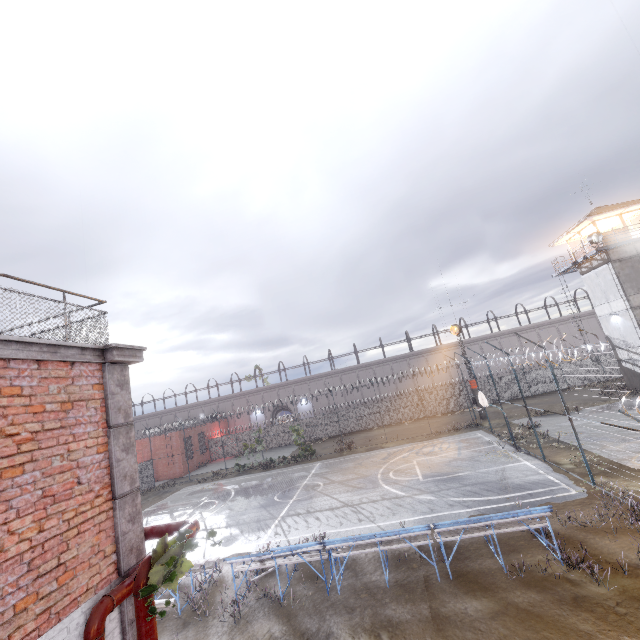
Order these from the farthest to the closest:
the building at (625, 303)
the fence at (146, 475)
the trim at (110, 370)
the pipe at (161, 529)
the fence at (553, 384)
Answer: the fence at (146, 475) < the building at (625, 303) < the fence at (553, 384) < the pipe at (161, 529) < the trim at (110, 370)

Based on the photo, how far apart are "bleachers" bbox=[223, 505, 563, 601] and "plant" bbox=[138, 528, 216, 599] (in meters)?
5.79

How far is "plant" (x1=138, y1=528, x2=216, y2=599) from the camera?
3.48m

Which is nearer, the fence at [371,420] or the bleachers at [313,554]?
the bleachers at [313,554]

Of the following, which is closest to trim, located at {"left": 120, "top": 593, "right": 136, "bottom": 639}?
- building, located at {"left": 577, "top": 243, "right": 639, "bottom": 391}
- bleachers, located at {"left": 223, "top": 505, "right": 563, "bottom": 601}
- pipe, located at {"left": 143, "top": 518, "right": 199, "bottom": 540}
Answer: pipe, located at {"left": 143, "top": 518, "right": 199, "bottom": 540}

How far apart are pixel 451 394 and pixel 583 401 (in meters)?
12.70

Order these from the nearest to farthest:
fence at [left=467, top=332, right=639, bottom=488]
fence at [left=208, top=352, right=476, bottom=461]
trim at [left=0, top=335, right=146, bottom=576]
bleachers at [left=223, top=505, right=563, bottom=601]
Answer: trim at [left=0, top=335, right=146, bottom=576] → bleachers at [left=223, top=505, right=563, bottom=601] → fence at [left=467, top=332, right=639, bottom=488] → fence at [left=208, top=352, right=476, bottom=461]

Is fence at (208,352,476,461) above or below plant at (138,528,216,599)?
below
